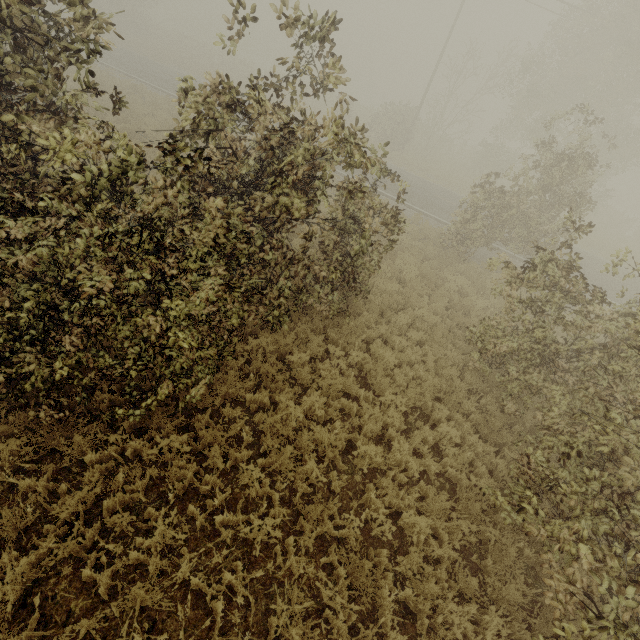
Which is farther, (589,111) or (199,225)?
(589,111)

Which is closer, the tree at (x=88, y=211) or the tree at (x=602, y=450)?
the tree at (x=88, y=211)

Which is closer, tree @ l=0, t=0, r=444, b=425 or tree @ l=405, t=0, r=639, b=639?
tree @ l=0, t=0, r=444, b=425
